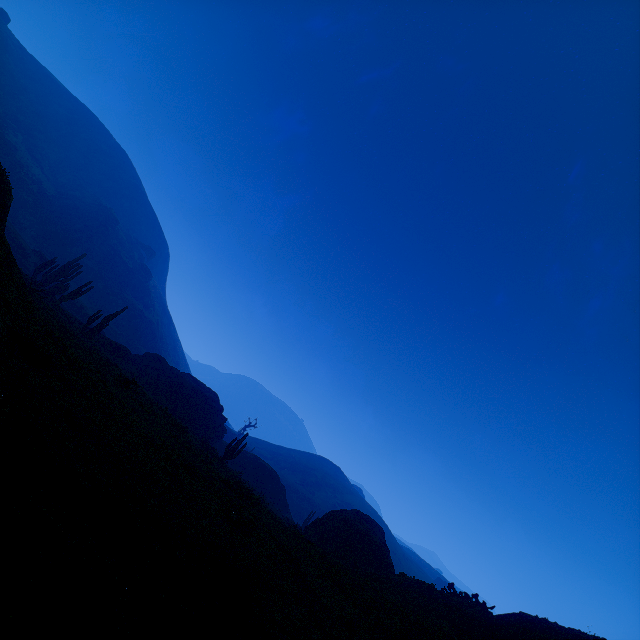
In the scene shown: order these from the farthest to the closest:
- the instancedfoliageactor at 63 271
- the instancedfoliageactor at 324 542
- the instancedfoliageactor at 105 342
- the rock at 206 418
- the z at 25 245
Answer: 1. the rock at 206 418
2. the instancedfoliageactor at 63 271
3. the instancedfoliageactor at 105 342
4. the instancedfoliageactor at 324 542
5. the z at 25 245

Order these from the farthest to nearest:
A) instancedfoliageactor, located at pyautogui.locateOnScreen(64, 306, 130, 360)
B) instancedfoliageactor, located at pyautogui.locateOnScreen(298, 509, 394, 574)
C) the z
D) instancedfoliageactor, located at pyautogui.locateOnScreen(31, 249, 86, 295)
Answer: instancedfoliageactor, located at pyautogui.locateOnScreen(31, 249, 86, 295) < instancedfoliageactor, located at pyautogui.locateOnScreen(64, 306, 130, 360) < instancedfoliageactor, located at pyautogui.locateOnScreen(298, 509, 394, 574) < the z

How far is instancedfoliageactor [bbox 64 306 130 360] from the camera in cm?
2609

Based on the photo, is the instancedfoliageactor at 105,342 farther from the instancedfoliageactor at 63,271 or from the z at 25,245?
the instancedfoliageactor at 63,271

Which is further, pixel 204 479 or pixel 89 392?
pixel 204 479

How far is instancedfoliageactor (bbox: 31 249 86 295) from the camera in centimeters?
3212cm

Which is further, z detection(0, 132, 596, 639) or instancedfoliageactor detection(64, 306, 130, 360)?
instancedfoliageactor detection(64, 306, 130, 360)

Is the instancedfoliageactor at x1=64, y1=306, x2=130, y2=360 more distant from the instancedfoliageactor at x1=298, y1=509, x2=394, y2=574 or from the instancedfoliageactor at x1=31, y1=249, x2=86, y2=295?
the instancedfoliageactor at x1=298, y1=509, x2=394, y2=574
